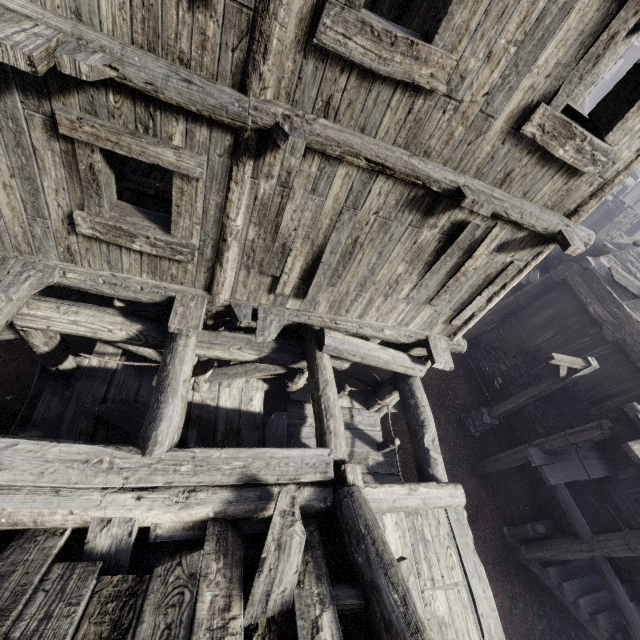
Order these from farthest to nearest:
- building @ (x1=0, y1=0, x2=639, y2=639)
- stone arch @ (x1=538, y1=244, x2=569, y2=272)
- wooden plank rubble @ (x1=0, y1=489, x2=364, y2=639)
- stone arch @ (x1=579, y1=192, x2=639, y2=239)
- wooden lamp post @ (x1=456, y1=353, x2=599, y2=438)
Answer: stone arch @ (x1=538, y1=244, x2=569, y2=272) → stone arch @ (x1=579, y1=192, x2=639, y2=239) → wooden lamp post @ (x1=456, y1=353, x2=599, y2=438) → building @ (x1=0, y1=0, x2=639, y2=639) → wooden plank rubble @ (x1=0, y1=489, x2=364, y2=639)

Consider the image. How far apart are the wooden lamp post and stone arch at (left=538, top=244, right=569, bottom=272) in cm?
1579

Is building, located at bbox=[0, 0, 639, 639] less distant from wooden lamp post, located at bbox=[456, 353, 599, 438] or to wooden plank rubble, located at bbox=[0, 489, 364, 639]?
wooden plank rubble, located at bbox=[0, 489, 364, 639]

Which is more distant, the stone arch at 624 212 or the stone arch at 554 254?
the stone arch at 554 254

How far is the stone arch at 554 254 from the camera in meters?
21.2 m

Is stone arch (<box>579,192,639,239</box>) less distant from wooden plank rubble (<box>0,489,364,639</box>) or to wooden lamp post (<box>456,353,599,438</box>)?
wooden lamp post (<box>456,353,599,438</box>)

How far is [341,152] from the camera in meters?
3.4

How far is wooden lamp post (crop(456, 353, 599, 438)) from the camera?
8.3m
